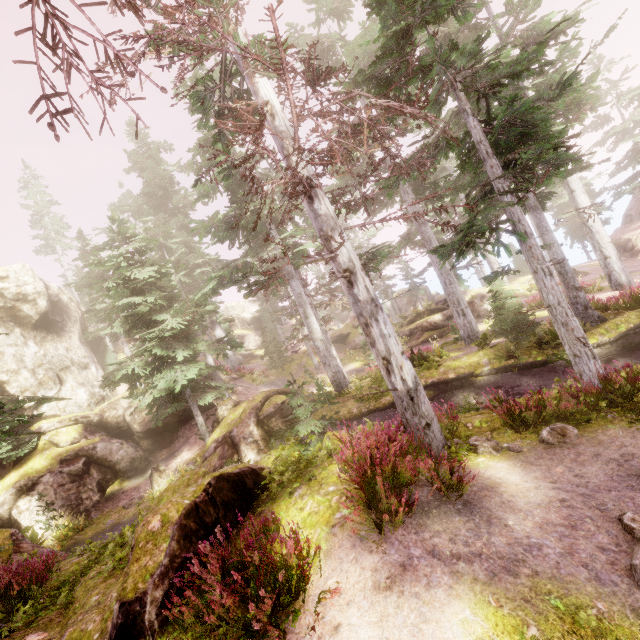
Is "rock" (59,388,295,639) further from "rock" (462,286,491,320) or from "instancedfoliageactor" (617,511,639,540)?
"rock" (462,286,491,320)

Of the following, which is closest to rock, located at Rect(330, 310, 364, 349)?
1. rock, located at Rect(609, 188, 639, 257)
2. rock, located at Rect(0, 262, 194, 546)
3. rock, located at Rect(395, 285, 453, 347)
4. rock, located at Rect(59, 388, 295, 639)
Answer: rock, located at Rect(395, 285, 453, 347)

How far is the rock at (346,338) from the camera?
31.9m

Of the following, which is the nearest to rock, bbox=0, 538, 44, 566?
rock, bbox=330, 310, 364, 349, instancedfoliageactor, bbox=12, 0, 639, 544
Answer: instancedfoliageactor, bbox=12, 0, 639, 544

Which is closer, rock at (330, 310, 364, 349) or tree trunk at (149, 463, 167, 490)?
tree trunk at (149, 463, 167, 490)

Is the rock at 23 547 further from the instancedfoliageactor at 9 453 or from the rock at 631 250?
the rock at 631 250

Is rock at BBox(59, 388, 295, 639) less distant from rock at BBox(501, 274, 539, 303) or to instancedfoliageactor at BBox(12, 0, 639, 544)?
instancedfoliageactor at BBox(12, 0, 639, 544)

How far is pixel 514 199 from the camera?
8.18m
